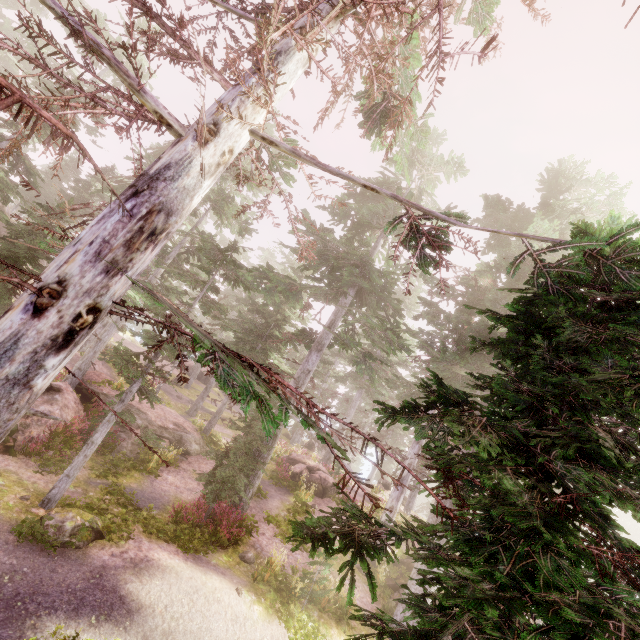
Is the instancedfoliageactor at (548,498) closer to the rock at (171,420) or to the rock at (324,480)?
the rock at (171,420)

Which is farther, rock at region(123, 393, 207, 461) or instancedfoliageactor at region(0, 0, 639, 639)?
rock at region(123, 393, 207, 461)

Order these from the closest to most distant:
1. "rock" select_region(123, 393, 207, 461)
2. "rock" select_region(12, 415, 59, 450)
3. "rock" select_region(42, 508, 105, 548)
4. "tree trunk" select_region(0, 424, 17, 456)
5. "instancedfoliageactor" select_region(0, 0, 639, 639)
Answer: "instancedfoliageactor" select_region(0, 0, 639, 639)
"rock" select_region(42, 508, 105, 548)
"tree trunk" select_region(0, 424, 17, 456)
"rock" select_region(12, 415, 59, 450)
"rock" select_region(123, 393, 207, 461)

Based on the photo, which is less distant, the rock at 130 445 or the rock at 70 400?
the rock at 70 400

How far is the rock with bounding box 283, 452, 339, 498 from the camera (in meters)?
21.20

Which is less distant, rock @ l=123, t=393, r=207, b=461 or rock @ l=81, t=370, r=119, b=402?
rock @ l=81, t=370, r=119, b=402

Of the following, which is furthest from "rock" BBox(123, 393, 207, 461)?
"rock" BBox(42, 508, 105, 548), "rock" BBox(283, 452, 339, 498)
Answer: "rock" BBox(283, 452, 339, 498)

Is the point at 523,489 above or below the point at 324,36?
below
